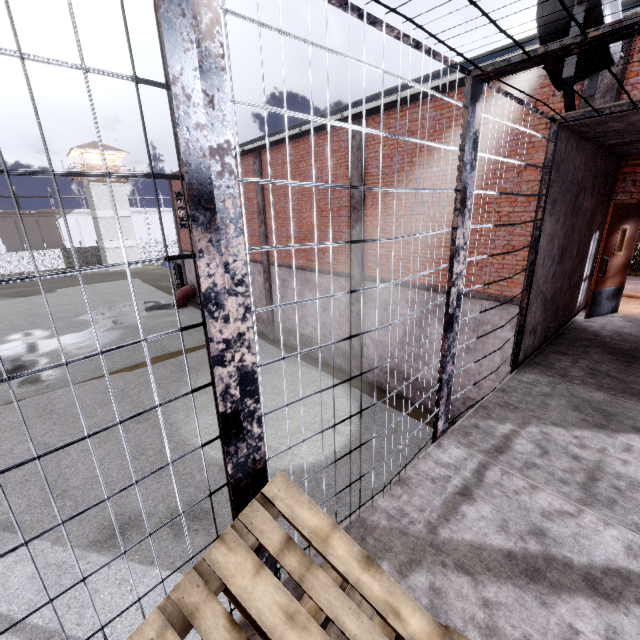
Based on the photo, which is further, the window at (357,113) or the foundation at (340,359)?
the foundation at (340,359)

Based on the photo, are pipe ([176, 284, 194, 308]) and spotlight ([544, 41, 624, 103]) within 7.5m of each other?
no

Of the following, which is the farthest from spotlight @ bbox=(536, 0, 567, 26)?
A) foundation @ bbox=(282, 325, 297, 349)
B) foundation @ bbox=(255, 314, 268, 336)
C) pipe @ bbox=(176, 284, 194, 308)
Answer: pipe @ bbox=(176, 284, 194, 308)

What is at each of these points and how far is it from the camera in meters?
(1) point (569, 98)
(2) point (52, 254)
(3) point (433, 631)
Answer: (1) spotlight, 3.4 m
(2) fence, 44.2 m
(3) pallet, 1.3 m

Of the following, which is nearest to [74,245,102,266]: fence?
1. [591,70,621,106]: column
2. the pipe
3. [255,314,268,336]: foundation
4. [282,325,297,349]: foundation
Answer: [591,70,621,106]: column

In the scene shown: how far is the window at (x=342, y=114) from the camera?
9.53m

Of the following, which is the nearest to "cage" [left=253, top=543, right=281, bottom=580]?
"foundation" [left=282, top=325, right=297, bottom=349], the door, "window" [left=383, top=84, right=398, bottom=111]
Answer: the door

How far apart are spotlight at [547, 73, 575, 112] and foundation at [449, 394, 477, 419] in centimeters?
728cm
